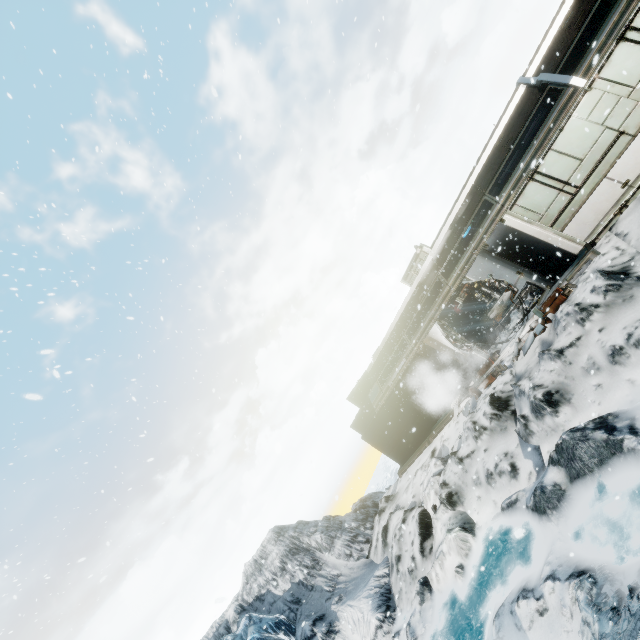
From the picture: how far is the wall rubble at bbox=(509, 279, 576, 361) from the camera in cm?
1005

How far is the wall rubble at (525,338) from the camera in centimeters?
1005cm

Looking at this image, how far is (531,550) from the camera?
7.39m
